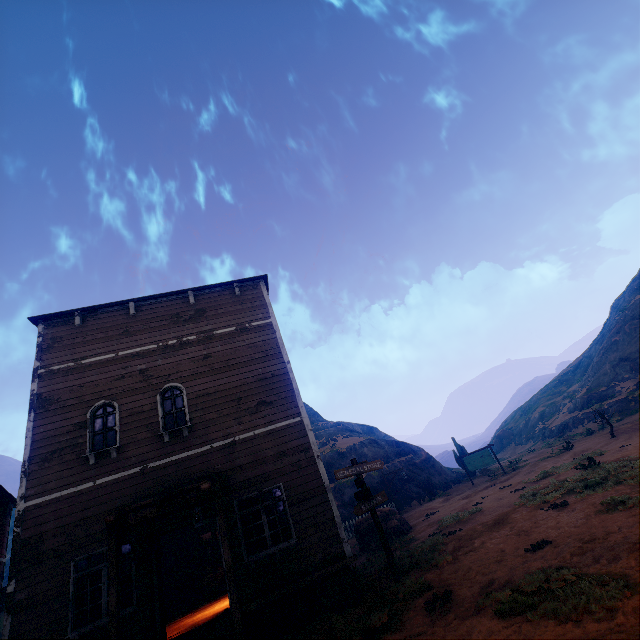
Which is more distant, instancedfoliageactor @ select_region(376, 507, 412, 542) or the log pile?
instancedfoliageactor @ select_region(376, 507, 412, 542)

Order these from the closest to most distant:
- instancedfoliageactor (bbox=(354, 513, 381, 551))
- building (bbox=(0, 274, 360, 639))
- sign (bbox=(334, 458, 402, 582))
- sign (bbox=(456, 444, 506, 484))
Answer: building (bbox=(0, 274, 360, 639)), sign (bbox=(334, 458, 402, 582)), instancedfoliageactor (bbox=(354, 513, 381, 551)), sign (bbox=(456, 444, 506, 484))

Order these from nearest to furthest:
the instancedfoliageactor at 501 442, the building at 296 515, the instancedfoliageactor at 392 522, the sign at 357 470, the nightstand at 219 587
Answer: the building at 296 515
the sign at 357 470
the nightstand at 219 587
the instancedfoliageactor at 392 522
the instancedfoliageactor at 501 442

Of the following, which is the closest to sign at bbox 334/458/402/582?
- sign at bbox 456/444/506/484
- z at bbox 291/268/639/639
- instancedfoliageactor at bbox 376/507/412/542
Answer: z at bbox 291/268/639/639

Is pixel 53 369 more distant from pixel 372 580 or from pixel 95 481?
pixel 372 580

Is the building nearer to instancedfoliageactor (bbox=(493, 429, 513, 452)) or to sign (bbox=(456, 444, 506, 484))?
sign (bbox=(456, 444, 506, 484))

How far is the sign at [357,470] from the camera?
8.82m

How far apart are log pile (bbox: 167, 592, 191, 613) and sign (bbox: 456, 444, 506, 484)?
21.5m
